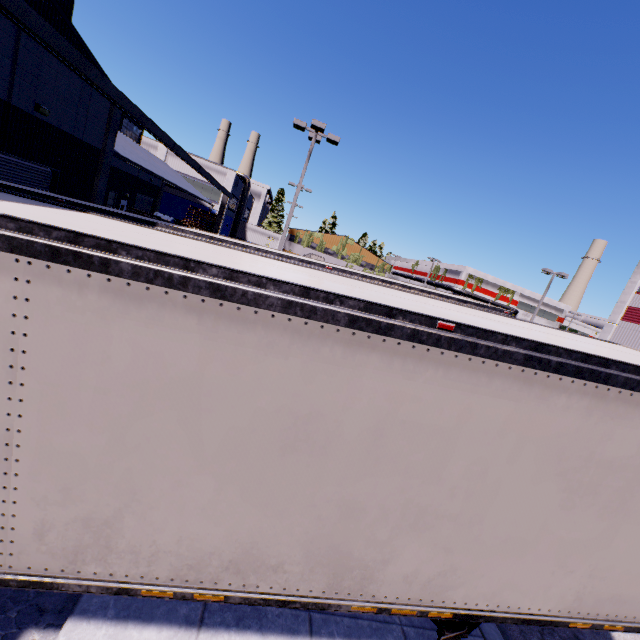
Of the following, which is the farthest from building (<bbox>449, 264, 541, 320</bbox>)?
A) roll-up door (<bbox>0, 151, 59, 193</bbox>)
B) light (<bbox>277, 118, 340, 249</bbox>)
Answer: light (<bbox>277, 118, 340, 249</bbox>)

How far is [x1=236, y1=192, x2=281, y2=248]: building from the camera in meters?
47.7

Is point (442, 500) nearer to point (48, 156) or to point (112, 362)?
point (112, 362)

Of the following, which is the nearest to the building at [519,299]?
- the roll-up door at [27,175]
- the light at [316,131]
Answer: the roll-up door at [27,175]

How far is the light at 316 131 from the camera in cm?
1533

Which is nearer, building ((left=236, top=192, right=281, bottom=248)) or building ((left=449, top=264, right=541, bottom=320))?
building ((left=236, top=192, right=281, bottom=248))

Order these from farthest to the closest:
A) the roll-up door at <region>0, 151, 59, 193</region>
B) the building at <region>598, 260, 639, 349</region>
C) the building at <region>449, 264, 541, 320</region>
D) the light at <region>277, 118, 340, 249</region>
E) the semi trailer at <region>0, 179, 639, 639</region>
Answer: the building at <region>449, 264, 541, 320</region>
the building at <region>598, 260, 639, 349</region>
the light at <region>277, 118, 340, 249</region>
the roll-up door at <region>0, 151, 59, 193</region>
the semi trailer at <region>0, 179, 639, 639</region>
